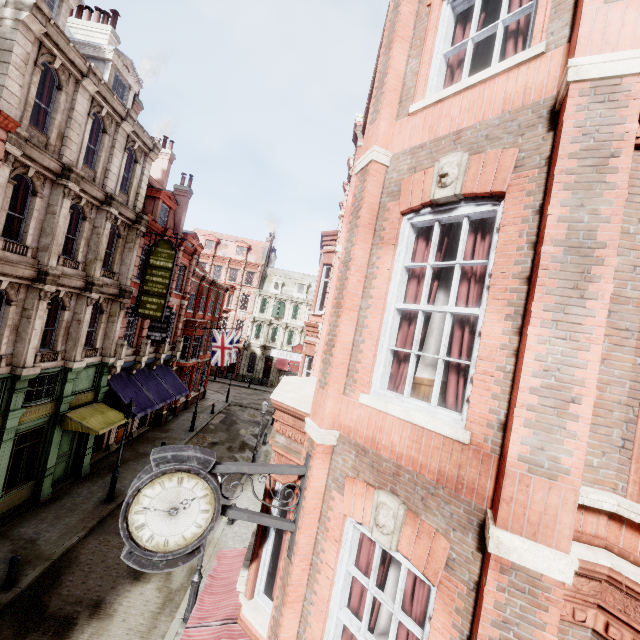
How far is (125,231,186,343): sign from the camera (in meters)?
17.58

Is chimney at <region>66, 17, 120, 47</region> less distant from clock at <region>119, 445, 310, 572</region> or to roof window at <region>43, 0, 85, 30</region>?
roof window at <region>43, 0, 85, 30</region>

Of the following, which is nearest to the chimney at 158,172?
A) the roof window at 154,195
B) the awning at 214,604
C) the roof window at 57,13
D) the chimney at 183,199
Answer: the chimney at 183,199

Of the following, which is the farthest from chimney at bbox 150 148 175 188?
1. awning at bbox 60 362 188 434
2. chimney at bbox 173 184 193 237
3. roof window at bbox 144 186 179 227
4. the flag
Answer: awning at bbox 60 362 188 434

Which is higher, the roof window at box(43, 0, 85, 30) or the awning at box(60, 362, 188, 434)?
the roof window at box(43, 0, 85, 30)

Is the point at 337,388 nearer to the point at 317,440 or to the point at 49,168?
the point at 317,440

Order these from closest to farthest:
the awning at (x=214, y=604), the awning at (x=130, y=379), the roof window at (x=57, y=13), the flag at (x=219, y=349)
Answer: the awning at (x=214, y=604) < the roof window at (x=57, y=13) < the awning at (x=130, y=379) < the flag at (x=219, y=349)

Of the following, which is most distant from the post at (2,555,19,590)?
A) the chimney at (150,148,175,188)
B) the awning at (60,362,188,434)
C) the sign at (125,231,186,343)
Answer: the chimney at (150,148,175,188)
